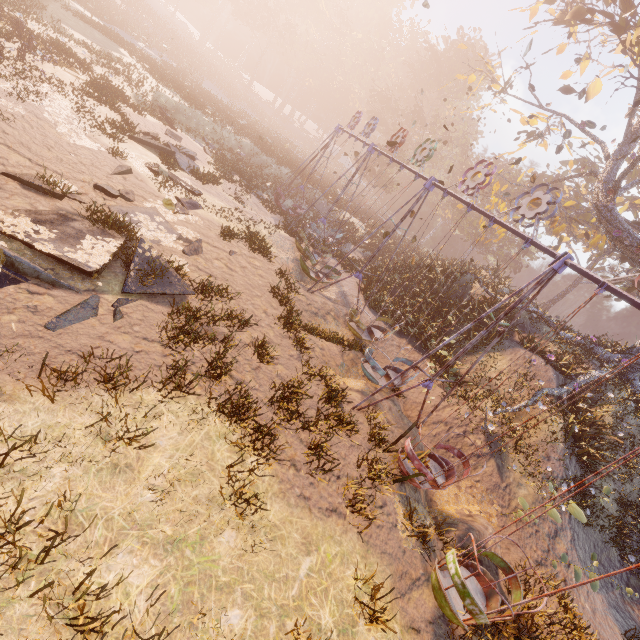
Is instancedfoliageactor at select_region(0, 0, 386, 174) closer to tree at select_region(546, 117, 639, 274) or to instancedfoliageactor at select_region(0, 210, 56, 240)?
tree at select_region(546, 117, 639, 274)

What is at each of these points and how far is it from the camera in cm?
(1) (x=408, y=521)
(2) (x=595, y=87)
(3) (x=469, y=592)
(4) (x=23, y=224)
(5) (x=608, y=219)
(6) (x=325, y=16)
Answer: (1) instancedfoliageactor, 710
(2) tree, 1542
(3) swing, 512
(4) instancedfoliageactor, 662
(5) tree, 1659
(6) instancedfoliageactor, 5400

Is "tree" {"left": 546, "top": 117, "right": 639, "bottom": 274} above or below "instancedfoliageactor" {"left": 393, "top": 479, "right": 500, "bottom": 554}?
above

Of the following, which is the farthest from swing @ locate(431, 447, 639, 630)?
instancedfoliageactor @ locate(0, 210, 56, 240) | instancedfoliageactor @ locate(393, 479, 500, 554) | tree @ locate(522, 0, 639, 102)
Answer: tree @ locate(522, 0, 639, 102)

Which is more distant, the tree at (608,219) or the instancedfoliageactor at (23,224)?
the tree at (608,219)

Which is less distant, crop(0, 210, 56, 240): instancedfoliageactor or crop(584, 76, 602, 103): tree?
crop(0, 210, 56, 240): instancedfoliageactor

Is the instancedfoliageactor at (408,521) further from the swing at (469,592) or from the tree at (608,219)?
the tree at (608,219)

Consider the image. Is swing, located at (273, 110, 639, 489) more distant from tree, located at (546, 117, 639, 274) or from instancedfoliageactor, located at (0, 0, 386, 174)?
instancedfoliageactor, located at (0, 0, 386, 174)
